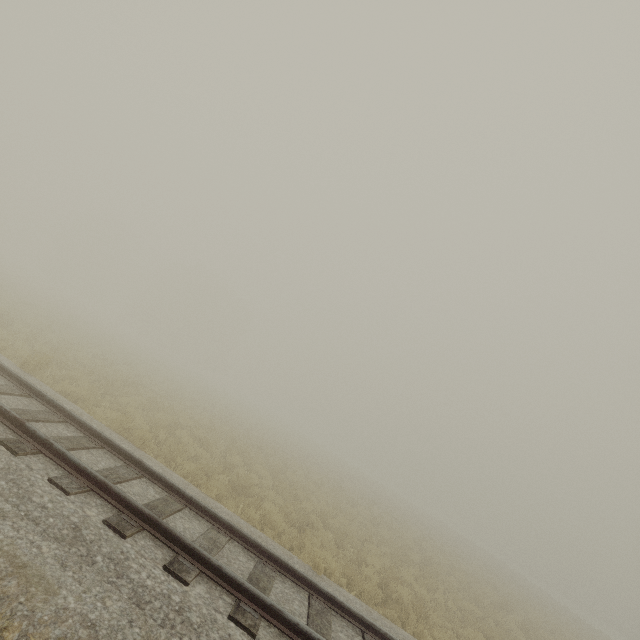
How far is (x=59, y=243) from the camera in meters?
57.2
